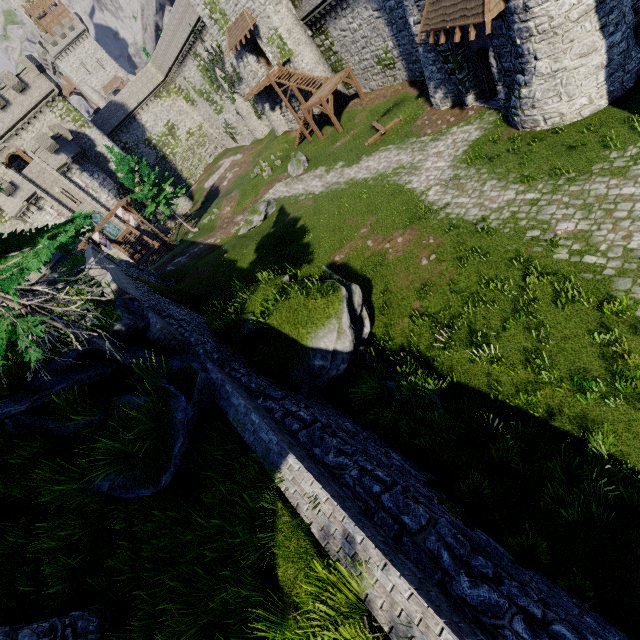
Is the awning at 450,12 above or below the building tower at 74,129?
below

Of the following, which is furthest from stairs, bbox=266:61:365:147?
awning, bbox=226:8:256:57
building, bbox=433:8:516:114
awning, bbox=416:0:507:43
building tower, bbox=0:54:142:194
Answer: building tower, bbox=0:54:142:194

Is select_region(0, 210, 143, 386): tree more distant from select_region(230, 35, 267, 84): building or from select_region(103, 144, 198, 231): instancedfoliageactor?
select_region(230, 35, 267, 84): building

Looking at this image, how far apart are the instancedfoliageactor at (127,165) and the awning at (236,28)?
15.4m

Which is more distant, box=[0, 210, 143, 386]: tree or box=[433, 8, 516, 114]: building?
box=[433, 8, 516, 114]: building

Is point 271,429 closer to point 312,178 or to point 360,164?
point 360,164

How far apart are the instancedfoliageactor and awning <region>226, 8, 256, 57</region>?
15.4m

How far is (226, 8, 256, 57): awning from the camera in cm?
2864
